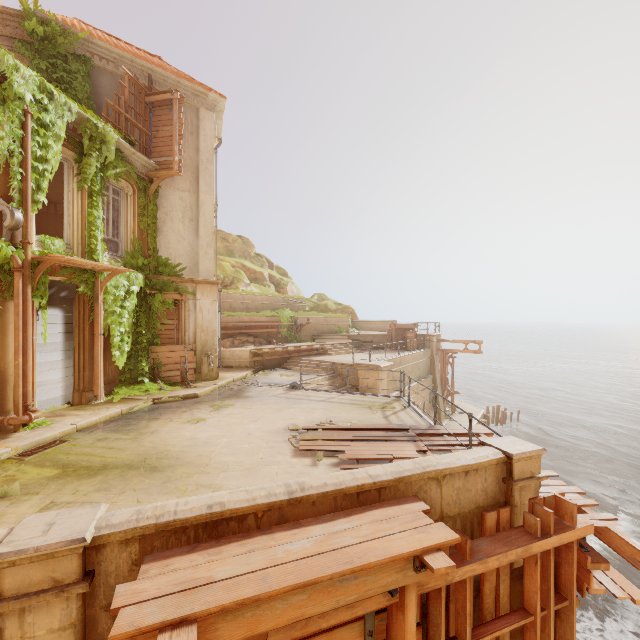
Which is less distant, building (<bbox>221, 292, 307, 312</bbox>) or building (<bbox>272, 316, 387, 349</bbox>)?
building (<bbox>221, 292, 307, 312</bbox>)

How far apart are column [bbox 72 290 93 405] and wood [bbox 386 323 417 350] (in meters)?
18.73

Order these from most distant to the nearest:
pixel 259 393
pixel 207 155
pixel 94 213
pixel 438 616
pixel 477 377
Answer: pixel 477 377
pixel 207 155
pixel 259 393
pixel 94 213
pixel 438 616

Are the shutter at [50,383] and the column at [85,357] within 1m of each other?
yes

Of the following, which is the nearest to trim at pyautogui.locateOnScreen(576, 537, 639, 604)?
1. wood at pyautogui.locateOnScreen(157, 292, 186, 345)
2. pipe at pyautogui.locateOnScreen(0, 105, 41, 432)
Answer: pipe at pyautogui.locateOnScreen(0, 105, 41, 432)

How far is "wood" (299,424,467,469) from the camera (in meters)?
6.59

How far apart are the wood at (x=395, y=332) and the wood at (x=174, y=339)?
15.8m

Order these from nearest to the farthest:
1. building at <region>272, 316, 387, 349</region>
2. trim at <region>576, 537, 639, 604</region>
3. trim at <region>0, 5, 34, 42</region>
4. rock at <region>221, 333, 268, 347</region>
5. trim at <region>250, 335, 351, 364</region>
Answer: trim at <region>576, 537, 639, 604</region> < trim at <region>0, 5, 34, 42</region> < trim at <region>250, 335, 351, 364</region> < rock at <region>221, 333, 268, 347</region> < building at <region>272, 316, 387, 349</region>
